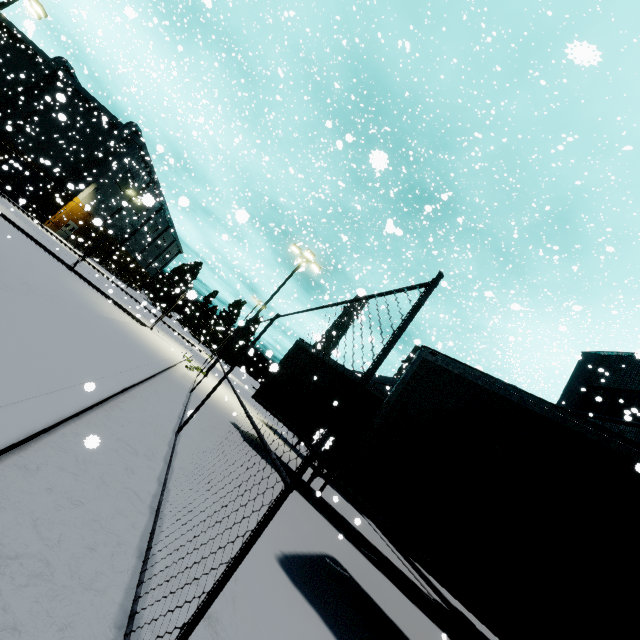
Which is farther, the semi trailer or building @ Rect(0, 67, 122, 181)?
building @ Rect(0, 67, 122, 181)

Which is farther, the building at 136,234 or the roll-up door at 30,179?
the building at 136,234

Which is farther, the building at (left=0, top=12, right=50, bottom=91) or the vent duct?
the building at (left=0, top=12, right=50, bottom=91)

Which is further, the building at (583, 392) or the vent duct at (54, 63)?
the vent duct at (54, 63)

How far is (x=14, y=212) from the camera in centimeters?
2770cm

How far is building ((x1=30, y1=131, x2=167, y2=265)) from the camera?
37.8 meters

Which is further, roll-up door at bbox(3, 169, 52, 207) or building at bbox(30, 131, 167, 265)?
building at bbox(30, 131, 167, 265)

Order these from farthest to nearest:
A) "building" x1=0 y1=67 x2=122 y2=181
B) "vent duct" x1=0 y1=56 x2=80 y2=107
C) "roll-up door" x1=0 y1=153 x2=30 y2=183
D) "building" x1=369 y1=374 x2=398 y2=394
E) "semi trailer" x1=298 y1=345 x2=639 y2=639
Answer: "building" x1=0 y1=67 x2=122 y2=181 < "vent duct" x1=0 y1=56 x2=80 y2=107 < "building" x1=369 y1=374 x2=398 y2=394 < "roll-up door" x1=0 y1=153 x2=30 y2=183 < "semi trailer" x1=298 y1=345 x2=639 y2=639
